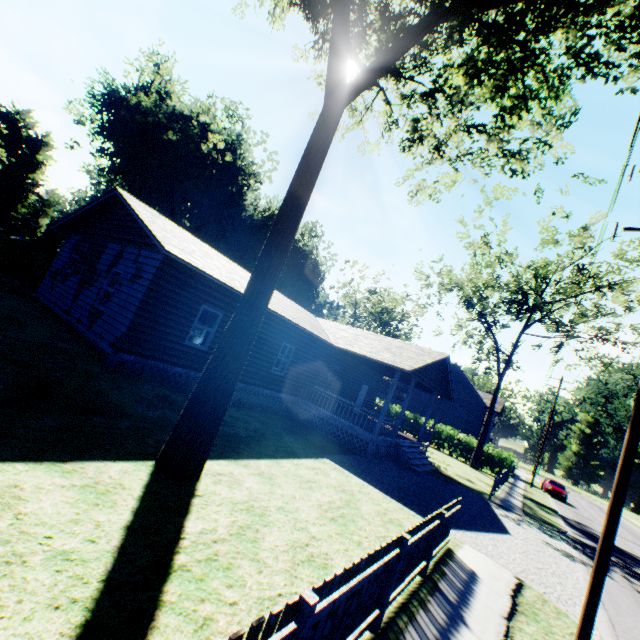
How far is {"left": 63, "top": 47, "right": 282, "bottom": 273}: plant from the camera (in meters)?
31.62

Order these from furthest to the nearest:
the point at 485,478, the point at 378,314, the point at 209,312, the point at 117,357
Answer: the point at 378,314 < the point at 485,478 < the point at 209,312 < the point at 117,357

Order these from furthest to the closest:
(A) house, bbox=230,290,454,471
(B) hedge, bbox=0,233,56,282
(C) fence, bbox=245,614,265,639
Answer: (B) hedge, bbox=0,233,56,282 < (A) house, bbox=230,290,454,471 < (C) fence, bbox=245,614,265,639

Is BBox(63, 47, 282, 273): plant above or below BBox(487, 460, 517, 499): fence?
above

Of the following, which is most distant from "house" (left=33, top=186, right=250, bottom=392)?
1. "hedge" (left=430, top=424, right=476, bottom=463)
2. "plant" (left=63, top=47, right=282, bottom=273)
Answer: "plant" (left=63, top=47, right=282, bottom=273)

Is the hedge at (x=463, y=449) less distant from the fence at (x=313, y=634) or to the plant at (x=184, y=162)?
the plant at (x=184, y=162)

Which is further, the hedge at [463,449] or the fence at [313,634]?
the hedge at [463,449]

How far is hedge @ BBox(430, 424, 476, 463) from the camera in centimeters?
3161cm
